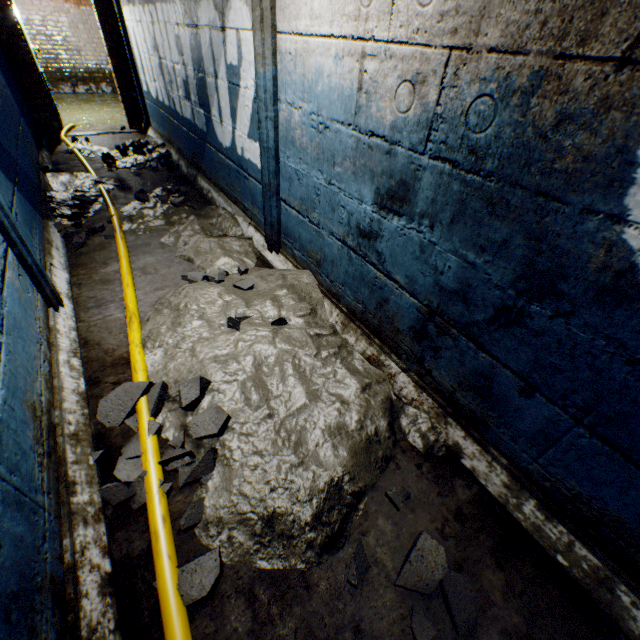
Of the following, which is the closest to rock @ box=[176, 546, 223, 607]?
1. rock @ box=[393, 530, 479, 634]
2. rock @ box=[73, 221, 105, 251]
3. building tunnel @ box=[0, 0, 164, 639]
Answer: building tunnel @ box=[0, 0, 164, 639]

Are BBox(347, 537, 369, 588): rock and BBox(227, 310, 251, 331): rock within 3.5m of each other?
yes

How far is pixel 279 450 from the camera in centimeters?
158cm

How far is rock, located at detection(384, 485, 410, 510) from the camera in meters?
1.5

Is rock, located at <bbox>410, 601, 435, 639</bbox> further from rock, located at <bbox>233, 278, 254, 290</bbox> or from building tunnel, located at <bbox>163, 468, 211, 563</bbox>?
rock, located at <bbox>233, 278, 254, 290</bbox>

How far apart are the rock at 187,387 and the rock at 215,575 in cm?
16

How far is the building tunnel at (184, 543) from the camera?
1.3m

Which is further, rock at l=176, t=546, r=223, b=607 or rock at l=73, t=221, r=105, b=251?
rock at l=73, t=221, r=105, b=251
